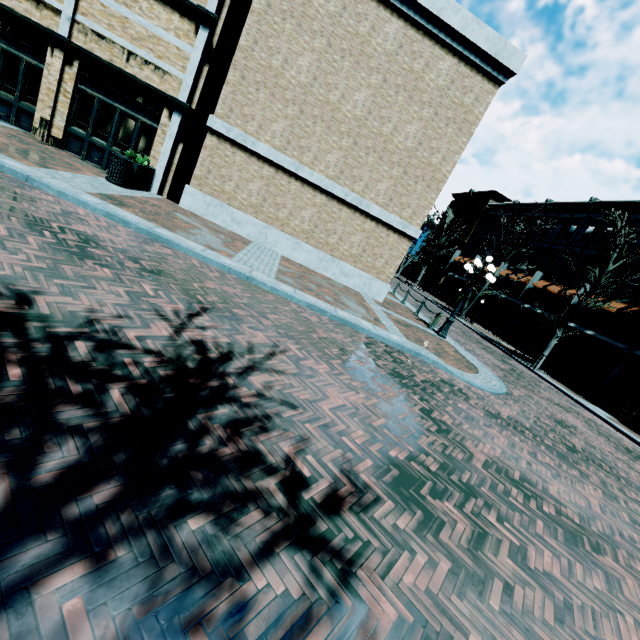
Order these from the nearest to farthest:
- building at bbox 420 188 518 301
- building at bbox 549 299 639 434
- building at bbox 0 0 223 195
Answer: building at bbox 0 0 223 195, building at bbox 549 299 639 434, building at bbox 420 188 518 301

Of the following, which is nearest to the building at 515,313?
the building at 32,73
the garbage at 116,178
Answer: the building at 32,73

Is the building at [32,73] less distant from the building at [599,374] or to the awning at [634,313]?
the building at [599,374]

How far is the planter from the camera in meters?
10.7 m

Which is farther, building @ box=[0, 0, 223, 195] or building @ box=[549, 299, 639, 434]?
building @ box=[549, 299, 639, 434]

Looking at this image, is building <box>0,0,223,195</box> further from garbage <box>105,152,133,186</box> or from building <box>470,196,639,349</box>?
garbage <box>105,152,133,186</box>

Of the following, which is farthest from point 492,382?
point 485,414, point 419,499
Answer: point 419,499

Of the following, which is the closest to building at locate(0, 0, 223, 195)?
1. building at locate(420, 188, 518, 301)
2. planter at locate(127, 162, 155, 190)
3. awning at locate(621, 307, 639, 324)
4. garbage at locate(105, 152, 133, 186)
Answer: planter at locate(127, 162, 155, 190)
